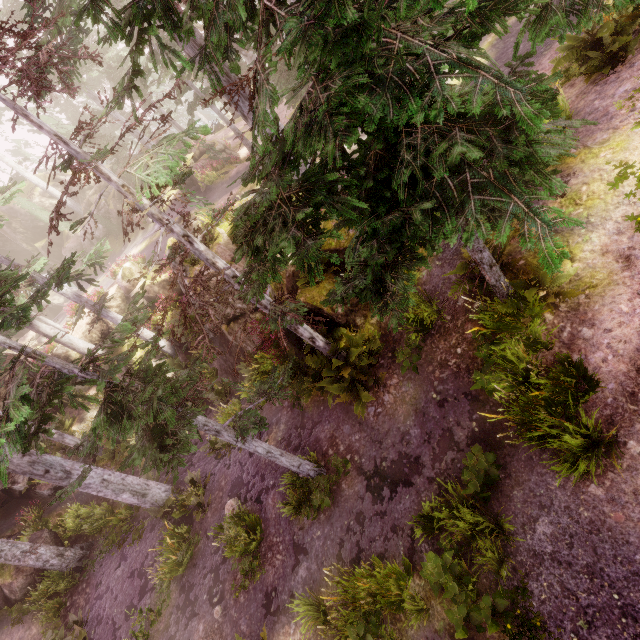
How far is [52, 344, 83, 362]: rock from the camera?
22.30m

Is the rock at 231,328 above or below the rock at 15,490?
below

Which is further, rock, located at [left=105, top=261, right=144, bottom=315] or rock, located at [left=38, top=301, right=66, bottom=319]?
rock, located at [left=38, top=301, right=66, bottom=319]

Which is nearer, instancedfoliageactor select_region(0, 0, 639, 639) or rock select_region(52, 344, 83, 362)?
instancedfoliageactor select_region(0, 0, 639, 639)

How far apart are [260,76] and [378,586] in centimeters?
852cm

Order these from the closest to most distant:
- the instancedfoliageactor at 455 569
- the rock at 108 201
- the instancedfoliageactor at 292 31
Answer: the instancedfoliageactor at 292 31 → the instancedfoliageactor at 455 569 → the rock at 108 201
